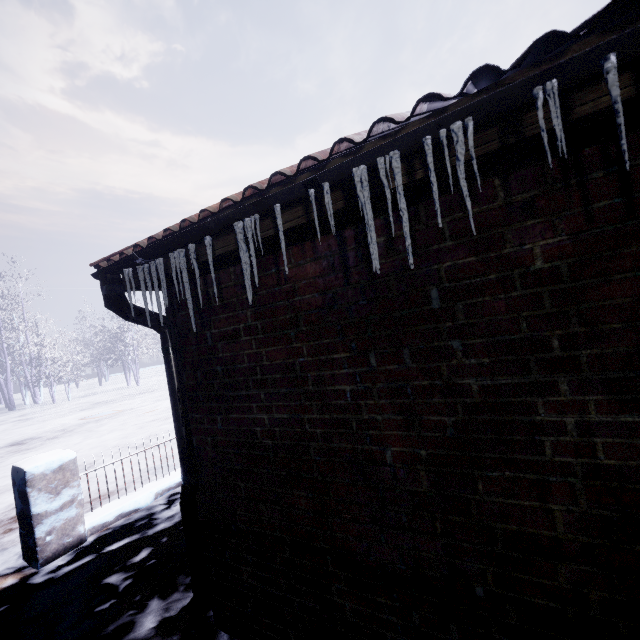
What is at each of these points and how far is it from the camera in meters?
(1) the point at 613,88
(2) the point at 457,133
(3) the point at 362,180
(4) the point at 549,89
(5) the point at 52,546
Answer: (1) icicle, 0.7
(2) icicle, 0.8
(3) icicle, 0.9
(4) icicle, 0.7
(5) fence, 3.0

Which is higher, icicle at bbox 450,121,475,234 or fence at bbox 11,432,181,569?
icicle at bbox 450,121,475,234

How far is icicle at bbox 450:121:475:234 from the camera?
0.8m

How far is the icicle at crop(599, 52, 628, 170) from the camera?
0.65m

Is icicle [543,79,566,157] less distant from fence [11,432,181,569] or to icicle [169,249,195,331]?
icicle [169,249,195,331]

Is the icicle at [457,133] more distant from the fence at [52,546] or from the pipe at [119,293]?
the fence at [52,546]

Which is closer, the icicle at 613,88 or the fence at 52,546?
the icicle at 613,88

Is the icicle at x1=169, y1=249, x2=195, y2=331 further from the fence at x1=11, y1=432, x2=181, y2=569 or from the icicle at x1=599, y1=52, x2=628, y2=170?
the fence at x1=11, y1=432, x2=181, y2=569
